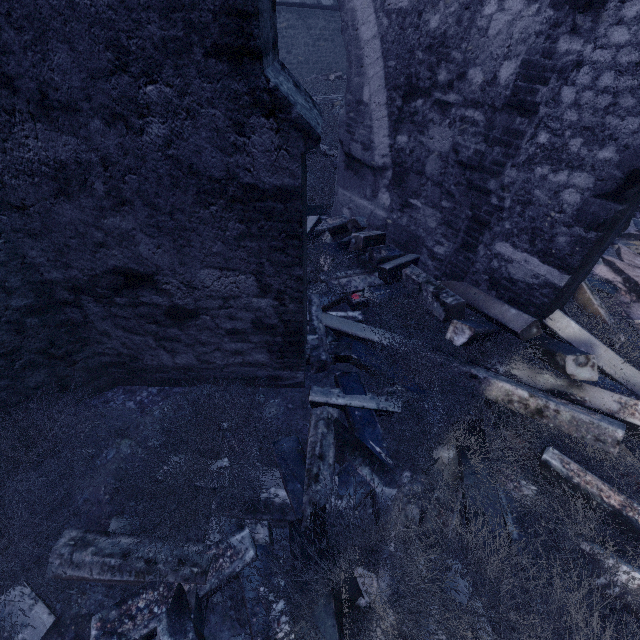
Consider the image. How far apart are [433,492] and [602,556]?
1.0 meters

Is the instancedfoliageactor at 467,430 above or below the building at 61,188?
below

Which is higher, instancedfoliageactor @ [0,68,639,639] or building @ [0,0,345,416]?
building @ [0,0,345,416]
